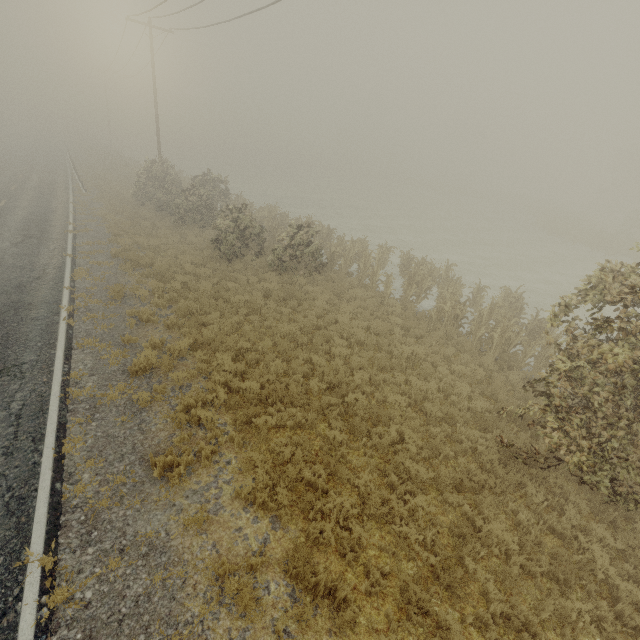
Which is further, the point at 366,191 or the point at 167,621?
the point at 366,191
